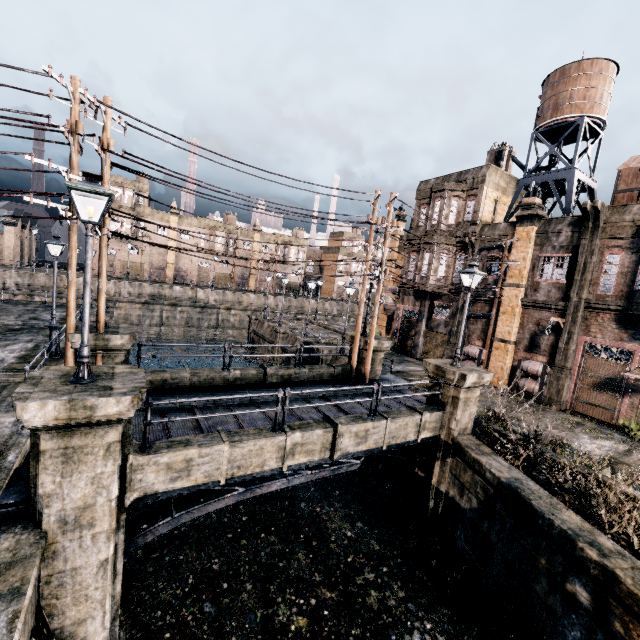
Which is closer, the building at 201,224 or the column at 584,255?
the column at 584,255

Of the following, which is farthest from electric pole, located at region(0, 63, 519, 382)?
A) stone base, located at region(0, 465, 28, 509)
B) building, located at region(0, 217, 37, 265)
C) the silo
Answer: building, located at region(0, 217, 37, 265)

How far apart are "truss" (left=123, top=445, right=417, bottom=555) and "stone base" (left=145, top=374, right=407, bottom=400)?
3.8 meters

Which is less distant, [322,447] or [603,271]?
[322,447]

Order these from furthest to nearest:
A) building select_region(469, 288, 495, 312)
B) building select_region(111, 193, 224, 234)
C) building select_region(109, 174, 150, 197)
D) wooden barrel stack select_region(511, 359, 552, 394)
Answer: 1. building select_region(111, 193, 224, 234)
2. building select_region(109, 174, 150, 197)
3. building select_region(469, 288, 495, 312)
4. wooden barrel stack select_region(511, 359, 552, 394)

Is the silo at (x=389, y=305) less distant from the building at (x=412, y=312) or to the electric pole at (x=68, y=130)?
the building at (x=412, y=312)

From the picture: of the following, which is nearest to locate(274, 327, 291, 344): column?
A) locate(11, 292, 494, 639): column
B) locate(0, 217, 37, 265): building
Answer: locate(11, 292, 494, 639): column

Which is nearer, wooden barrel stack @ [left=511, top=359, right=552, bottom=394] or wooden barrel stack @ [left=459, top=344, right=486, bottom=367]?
wooden barrel stack @ [left=511, top=359, right=552, bottom=394]
